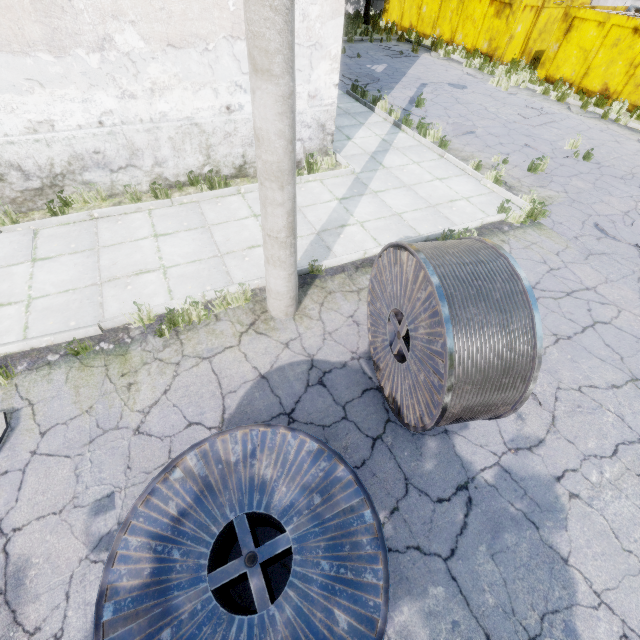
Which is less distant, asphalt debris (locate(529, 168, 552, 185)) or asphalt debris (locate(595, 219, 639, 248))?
asphalt debris (locate(595, 219, 639, 248))

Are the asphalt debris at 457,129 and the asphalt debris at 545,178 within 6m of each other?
yes

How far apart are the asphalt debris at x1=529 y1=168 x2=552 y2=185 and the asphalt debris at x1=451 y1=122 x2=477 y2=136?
1.45m

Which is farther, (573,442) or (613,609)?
(573,442)

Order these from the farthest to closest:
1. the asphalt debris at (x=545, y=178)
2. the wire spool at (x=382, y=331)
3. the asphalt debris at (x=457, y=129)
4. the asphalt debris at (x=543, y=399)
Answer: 1. the asphalt debris at (x=457, y=129)
2. the asphalt debris at (x=545, y=178)
3. the asphalt debris at (x=543, y=399)
4. the wire spool at (x=382, y=331)

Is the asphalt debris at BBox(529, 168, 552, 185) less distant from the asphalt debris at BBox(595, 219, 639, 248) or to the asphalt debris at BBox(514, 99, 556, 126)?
the asphalt debris at BBox(595, 219, 639, 248)

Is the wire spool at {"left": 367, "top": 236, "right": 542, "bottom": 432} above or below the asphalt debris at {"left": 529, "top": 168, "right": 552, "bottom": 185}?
above

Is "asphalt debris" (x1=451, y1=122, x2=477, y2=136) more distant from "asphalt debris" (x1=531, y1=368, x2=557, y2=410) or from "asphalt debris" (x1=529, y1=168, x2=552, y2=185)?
"asphalt debris" (x1=531, y1=368, x2=557, y2=410)
